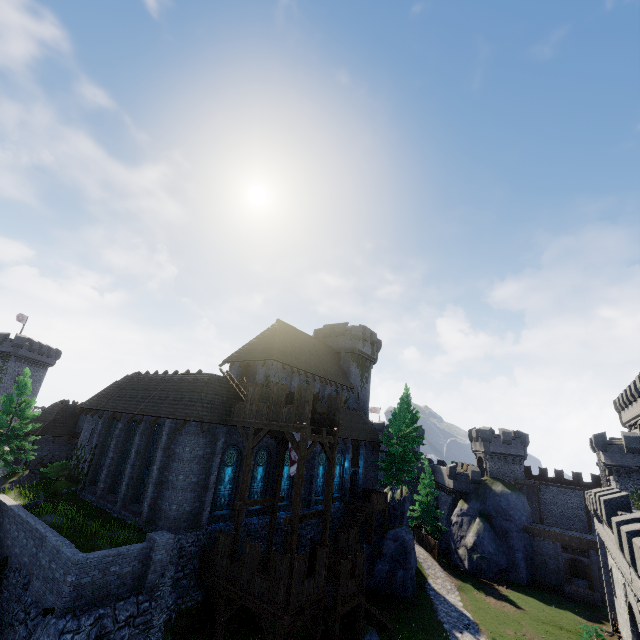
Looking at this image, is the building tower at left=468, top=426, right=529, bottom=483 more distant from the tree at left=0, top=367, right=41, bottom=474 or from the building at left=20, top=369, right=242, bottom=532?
the tree at left=0, top=367, right=41, bottom=474

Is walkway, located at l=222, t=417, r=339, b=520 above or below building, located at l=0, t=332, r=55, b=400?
below

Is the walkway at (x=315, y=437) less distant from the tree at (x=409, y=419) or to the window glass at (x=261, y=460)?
the window glass at (x=261, y=460)

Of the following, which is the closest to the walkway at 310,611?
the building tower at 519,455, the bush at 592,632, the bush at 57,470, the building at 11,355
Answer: the bush at 57,470

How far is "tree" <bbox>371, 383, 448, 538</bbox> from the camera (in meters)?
34.94

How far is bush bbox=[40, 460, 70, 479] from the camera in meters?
27.1

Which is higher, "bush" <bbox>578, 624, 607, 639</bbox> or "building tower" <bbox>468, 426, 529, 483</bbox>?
"building tower" <bbox>468, 426, 529, 483</bbox>

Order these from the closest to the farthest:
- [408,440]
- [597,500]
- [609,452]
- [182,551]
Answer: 1. [182,551]
2. [597,500]
3. [408,440]
4. [609,452]
